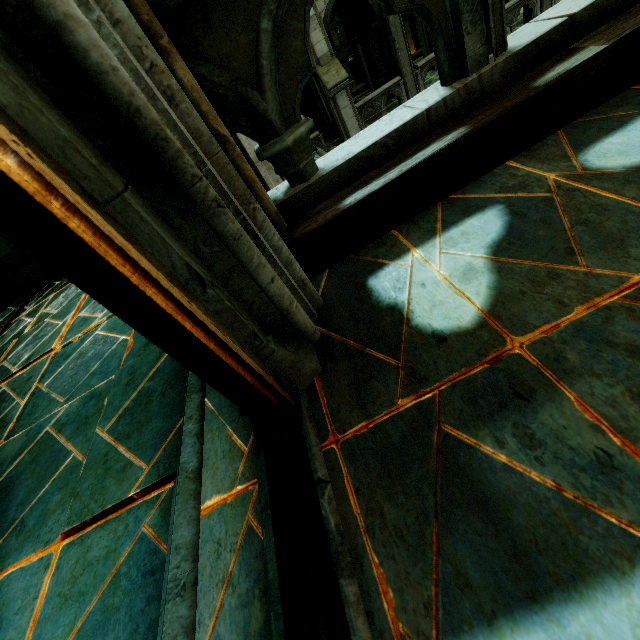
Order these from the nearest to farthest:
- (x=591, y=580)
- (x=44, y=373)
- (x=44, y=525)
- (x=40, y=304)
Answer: (x=591, y=580)
(x=44, y=525)
(x=44, y=373)
(x=40, y=304)

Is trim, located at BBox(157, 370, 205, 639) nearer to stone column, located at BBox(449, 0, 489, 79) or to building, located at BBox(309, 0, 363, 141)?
stone column, located at BBox(449, 0, 489, 79)

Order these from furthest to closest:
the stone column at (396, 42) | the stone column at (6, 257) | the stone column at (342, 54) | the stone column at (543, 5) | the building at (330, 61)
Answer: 1. the stone column at (342, 54)
2. the stone column at (543, 5)
3. the stone column at (396, 42)
4. the building at (330, 61)
5. the stone column at (6, 257)

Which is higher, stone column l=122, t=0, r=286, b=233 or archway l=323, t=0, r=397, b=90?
stone column l=122, t=0, r=286, b=233

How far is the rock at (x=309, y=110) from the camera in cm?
1568

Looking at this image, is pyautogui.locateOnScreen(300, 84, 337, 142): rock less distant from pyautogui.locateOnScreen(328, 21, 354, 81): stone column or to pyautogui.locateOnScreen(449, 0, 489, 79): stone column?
pyautogui.locateOnScreen(328, 21, 354, 81): stone column

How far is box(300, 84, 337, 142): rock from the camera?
15.68m

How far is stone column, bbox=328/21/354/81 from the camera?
26.5 meters
